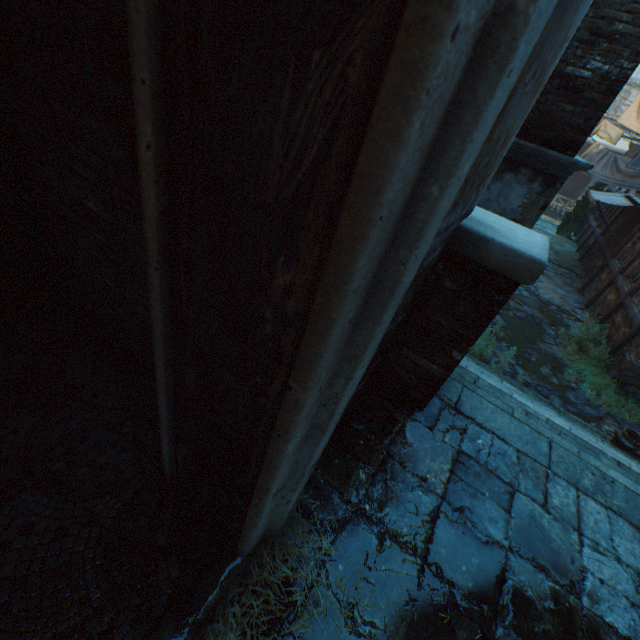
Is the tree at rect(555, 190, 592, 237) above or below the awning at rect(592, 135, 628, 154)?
below

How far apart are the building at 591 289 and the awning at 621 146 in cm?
1768

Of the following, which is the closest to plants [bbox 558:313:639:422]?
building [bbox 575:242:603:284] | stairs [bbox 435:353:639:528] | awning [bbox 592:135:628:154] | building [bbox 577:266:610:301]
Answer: stairs [bbox 435:353:639:528]

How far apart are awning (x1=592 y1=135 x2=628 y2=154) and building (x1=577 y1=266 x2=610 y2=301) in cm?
1768

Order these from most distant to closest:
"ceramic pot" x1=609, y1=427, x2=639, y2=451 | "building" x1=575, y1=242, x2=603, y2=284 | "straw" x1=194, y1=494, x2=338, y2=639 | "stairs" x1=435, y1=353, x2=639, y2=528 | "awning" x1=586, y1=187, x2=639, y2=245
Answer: "building" x1=575, y1=242, x2=603, y2=284
"awning" x1=586, y1=187, x2=639, y2=245
"ceramic pot" x1=609, y1=427, x2=639, y2=451
"stairs" x1=435, y1=353, x2=639, y2=528
"straw" x1=194, y1=494, x2=338, y2=639

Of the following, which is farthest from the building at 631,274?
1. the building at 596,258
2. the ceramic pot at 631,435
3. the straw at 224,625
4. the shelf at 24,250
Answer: the shelf at 24,250

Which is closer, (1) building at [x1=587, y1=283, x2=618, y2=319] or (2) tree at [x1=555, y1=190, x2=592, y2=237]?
(1) building at [x1=587, y1=283, x2=618, y2=319]

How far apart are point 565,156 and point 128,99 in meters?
5.2
